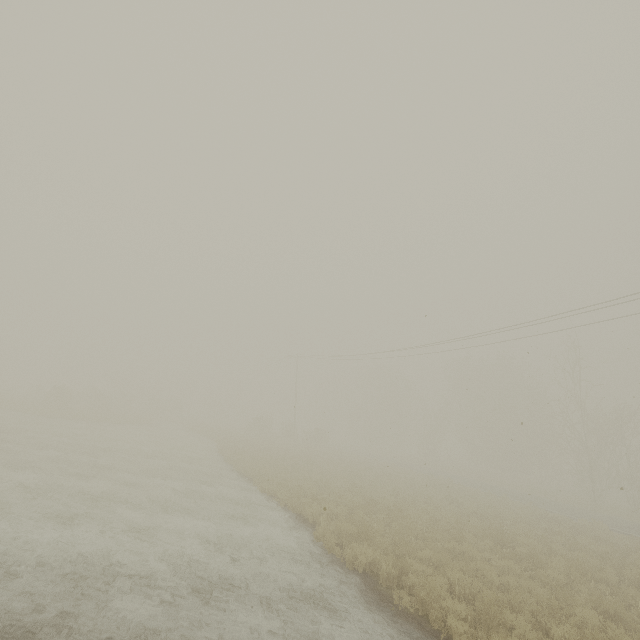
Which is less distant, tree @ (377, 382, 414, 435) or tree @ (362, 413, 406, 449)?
tree @ (362, 413, 406, 449)

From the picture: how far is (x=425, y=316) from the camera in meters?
8.7 m

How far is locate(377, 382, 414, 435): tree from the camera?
56.50m

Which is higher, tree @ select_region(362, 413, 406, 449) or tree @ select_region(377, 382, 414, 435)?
tree @ select_region(377, 382, 414, 435)

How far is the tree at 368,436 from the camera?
55.56m

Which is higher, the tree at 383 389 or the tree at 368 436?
the tree at 383 389
